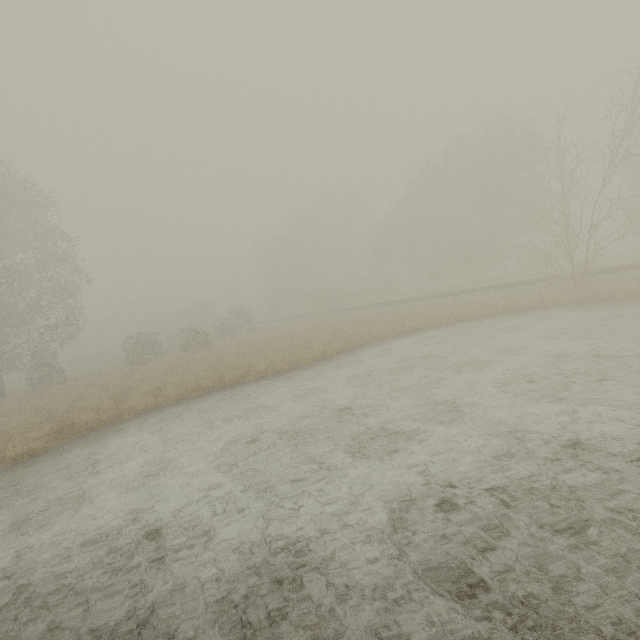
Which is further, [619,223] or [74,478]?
[619,223]

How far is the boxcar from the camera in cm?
5494

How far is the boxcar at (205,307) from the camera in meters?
54.9
